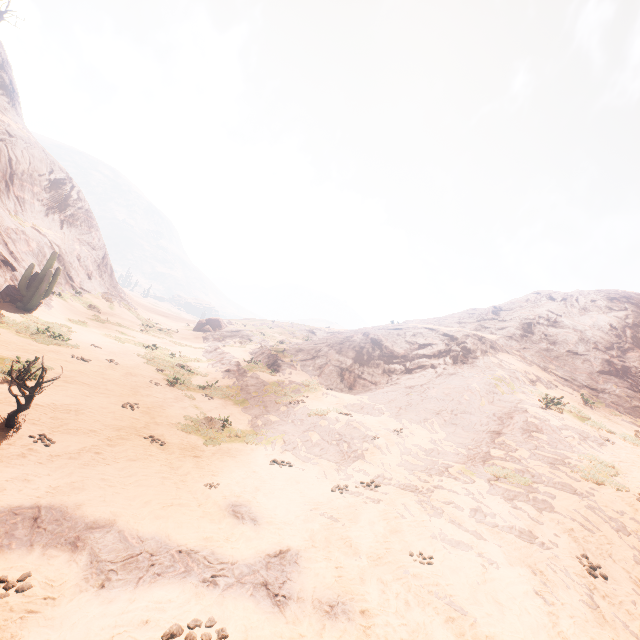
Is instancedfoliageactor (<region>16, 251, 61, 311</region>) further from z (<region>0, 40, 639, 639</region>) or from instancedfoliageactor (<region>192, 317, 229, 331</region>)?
instancedfoliageactor (<region>192, 317, 229, 331</region>)

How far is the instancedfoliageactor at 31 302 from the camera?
19.42m

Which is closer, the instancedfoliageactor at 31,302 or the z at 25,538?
the z at 25,538

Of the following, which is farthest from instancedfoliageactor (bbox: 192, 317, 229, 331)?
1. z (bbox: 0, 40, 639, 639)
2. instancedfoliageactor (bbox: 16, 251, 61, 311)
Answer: instancedfoliageactor (bbox: 16, 251, 61, 311)

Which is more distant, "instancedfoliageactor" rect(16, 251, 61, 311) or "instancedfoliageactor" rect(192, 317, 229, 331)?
"instancedfoliageactor" rect(192, 317, 229, 331)

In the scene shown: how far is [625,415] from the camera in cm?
1848

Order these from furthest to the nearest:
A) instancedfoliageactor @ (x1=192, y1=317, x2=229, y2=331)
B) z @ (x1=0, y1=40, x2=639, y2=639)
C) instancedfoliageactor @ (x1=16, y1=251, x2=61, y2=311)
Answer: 1. instancedfoliageactor @ (x1=192, y1=317, x2=229, y2=331)
2. instancedfoliageactor @ (x1=16, y1=251, x2=61, y2=311)
3. z @ (x1=0, y1=40, x2=639, y2=639)
